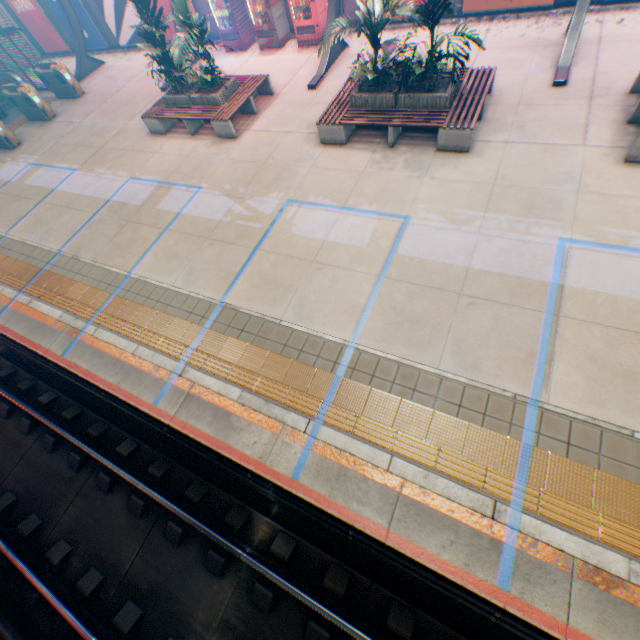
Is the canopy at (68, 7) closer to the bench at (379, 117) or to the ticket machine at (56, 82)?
the ticket machine at (56, 82)

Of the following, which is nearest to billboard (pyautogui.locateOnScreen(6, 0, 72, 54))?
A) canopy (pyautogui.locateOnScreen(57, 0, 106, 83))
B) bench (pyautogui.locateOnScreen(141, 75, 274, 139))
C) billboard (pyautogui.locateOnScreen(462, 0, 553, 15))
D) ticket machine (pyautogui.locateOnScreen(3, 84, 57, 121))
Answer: canopy (pyautogui.locateOnScreen(57, 0, 106, 83))

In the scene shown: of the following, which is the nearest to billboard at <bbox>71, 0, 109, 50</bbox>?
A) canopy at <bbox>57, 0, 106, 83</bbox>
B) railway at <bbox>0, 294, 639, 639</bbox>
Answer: canopy at <bbox>57, 0, 106, 83</bbox>

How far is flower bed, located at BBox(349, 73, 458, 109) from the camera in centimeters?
757cm

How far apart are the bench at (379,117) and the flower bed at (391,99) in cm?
1

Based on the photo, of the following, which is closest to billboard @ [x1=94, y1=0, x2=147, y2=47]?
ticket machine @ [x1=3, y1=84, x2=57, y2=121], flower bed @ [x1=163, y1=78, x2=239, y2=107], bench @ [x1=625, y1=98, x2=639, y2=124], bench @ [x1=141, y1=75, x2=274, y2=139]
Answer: ticket machine @ [x1=3, y1=84, x2=57, y2=121]

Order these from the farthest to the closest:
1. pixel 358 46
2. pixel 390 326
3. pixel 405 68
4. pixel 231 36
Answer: pixel 231 36 → pixel 358 46 → pixel 405 68 → pixel 390 326

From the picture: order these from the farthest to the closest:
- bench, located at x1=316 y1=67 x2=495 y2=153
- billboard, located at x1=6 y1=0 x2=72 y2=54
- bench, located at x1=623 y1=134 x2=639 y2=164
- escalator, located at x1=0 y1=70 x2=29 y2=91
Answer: billboard, located at x1=6 y1=0 x2=72 y2=54 < escalator, located at x1=0 y1=70 x2=29 y2=91 < bench, located at x1=316 y1=67 x2=495 y2=153 < bench, located at x1=623 y1=134 x2=639 y2=164
